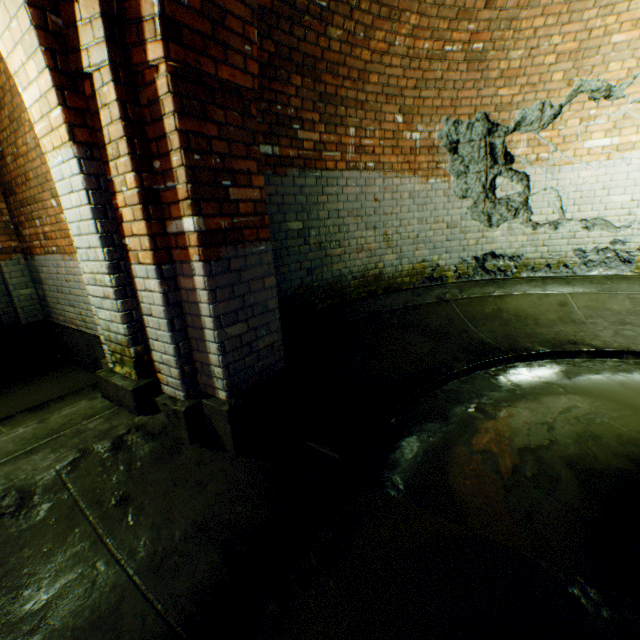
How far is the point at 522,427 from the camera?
2.7 meters
